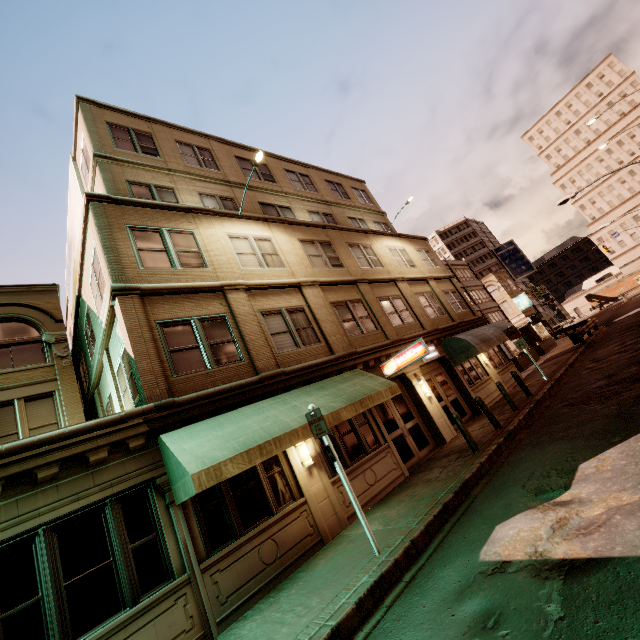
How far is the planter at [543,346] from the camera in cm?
2738

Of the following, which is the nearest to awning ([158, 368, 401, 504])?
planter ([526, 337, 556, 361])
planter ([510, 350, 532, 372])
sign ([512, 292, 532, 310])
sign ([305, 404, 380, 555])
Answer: sign ([305, 404, 380, 555])

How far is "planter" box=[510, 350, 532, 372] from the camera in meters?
24.7

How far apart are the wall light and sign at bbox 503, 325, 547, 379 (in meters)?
12.87

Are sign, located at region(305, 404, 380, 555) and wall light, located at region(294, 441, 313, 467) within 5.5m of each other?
yes

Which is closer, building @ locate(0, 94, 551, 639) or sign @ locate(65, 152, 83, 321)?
building @ locate(0, 94, 551, 639)

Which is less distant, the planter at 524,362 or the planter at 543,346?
the planter at 524,362

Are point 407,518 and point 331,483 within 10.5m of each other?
yes
